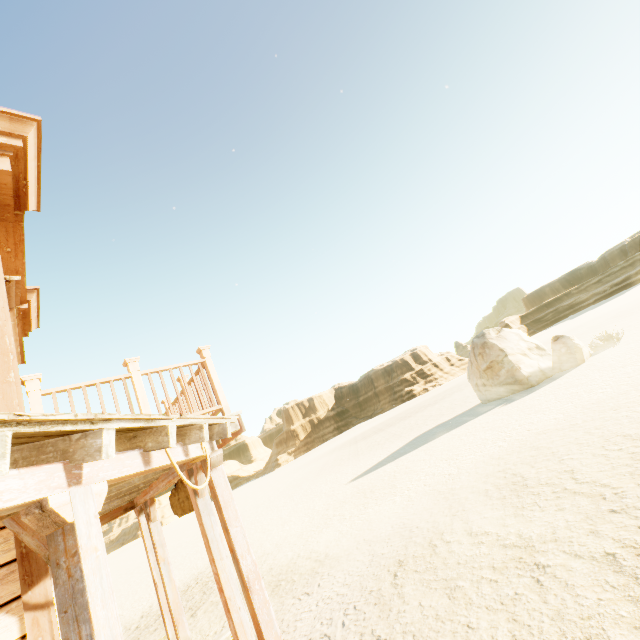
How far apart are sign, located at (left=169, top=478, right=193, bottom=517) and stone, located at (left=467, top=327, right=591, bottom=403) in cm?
1755

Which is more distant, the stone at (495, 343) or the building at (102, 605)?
the stone at (495, 343)

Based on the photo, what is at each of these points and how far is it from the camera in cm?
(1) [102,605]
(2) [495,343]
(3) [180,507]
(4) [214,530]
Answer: (1) building, 173
(2) stone, 1928
(3) sign, 549
(4) building, 408

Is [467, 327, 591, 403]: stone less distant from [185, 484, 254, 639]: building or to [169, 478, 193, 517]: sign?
[185, 484, 254, 639]: building

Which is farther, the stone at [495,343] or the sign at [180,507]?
the stone at [495,343]

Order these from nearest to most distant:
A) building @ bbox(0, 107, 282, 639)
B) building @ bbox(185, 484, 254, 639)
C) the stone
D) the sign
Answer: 1. building @ bbox(0, 107, 282, 639)
2. building @ bbox(185, 484, 254, 639)
3. the sign
4. the stone

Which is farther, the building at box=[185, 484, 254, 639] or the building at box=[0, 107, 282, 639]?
the building at box=[185, 484, 254, 639]
